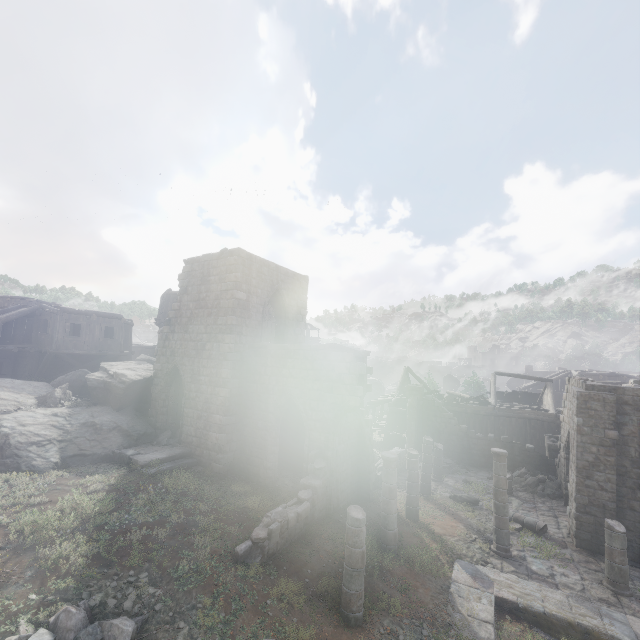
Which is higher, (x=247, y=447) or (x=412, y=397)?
(x=412, y=397)

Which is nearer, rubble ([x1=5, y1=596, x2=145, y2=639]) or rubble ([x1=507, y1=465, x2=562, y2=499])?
rubble ([x1=5, y1=596, x2=145, y2=639])

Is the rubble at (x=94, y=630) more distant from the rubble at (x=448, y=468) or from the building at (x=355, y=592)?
the rubble at (x=448, y=468)

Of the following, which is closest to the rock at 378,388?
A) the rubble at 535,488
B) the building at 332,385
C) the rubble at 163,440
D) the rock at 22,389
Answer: the building at 332,385

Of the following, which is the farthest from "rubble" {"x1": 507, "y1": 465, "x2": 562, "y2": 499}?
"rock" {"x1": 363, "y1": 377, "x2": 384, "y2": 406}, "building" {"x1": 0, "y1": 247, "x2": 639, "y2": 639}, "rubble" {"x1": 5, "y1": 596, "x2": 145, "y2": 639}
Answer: "rubble" {"x1": 5, "y1": 596, "x2": 145, "y2": 639}

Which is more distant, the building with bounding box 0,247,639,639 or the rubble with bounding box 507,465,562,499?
the rubble with bounding box 507,465,562,499

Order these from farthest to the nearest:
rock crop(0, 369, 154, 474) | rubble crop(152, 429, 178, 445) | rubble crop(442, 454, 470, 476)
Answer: rubble crop(442, 454, 470, 476)
rubble crop(152, 429, 178, 445)
rock crop(0, 369, 154, 474)

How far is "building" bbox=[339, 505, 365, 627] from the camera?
8.2m
